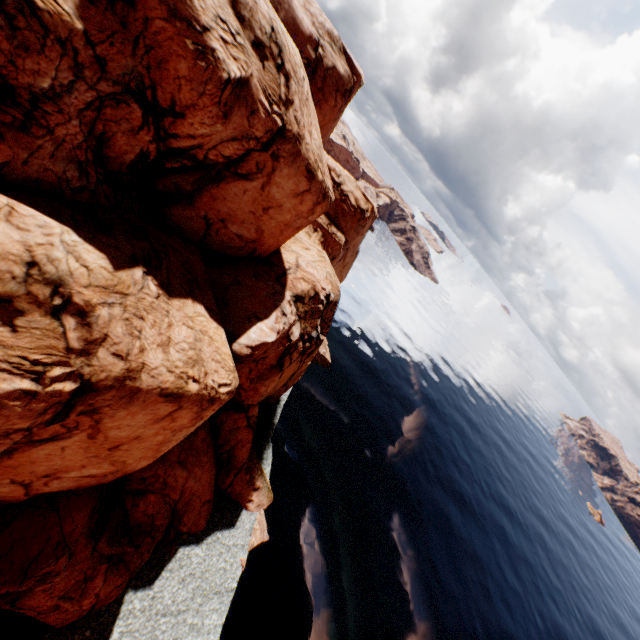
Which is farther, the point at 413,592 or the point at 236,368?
the point at 413,592
